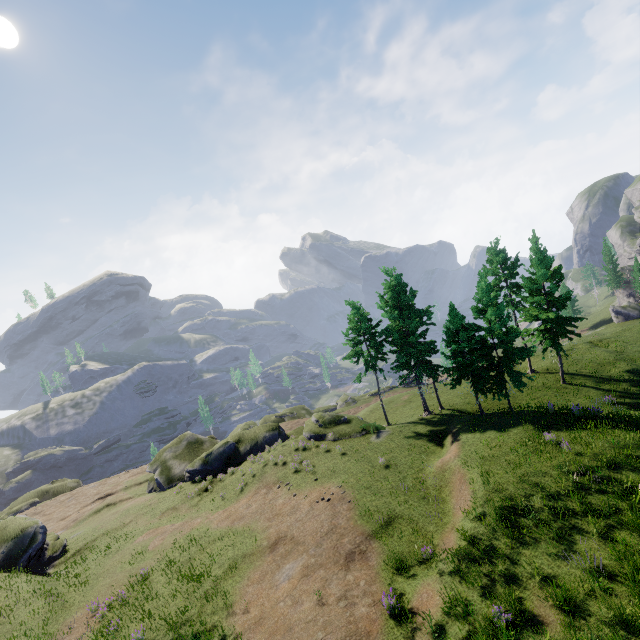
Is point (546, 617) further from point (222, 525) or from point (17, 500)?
point (17, 500)
